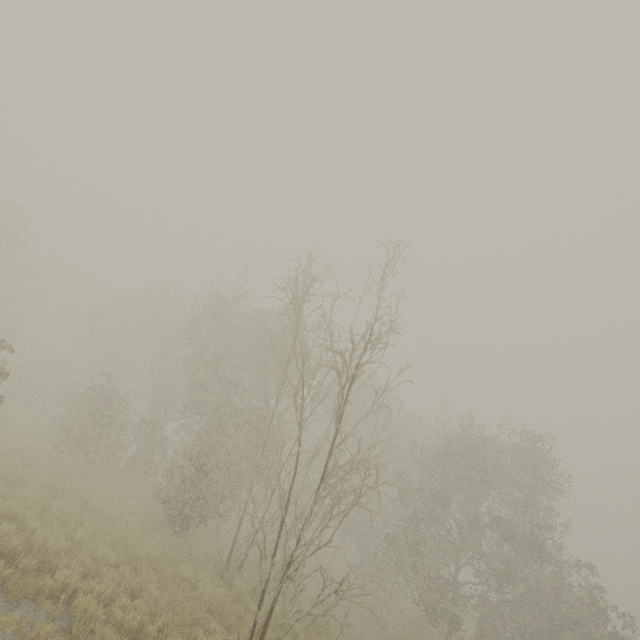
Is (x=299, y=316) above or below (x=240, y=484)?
above
